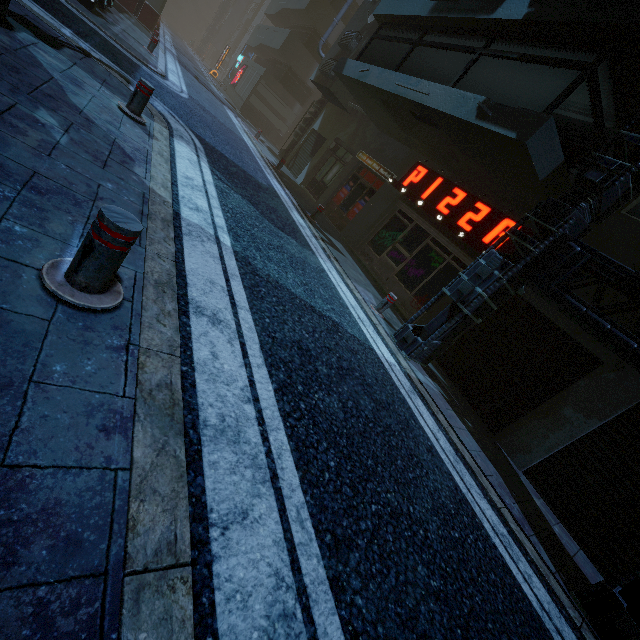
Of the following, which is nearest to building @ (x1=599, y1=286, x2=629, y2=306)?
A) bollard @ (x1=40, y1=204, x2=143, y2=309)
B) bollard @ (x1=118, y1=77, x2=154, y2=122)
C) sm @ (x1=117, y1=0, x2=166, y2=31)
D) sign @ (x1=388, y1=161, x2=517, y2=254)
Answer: sign @ (x1=388, y1=161, x2=517, y2=254)

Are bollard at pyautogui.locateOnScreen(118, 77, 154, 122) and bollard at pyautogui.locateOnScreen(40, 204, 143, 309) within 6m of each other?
yes

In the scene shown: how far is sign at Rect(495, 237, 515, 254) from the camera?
7.7m

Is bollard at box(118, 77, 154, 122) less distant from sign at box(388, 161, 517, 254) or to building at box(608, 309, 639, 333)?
building at box(608, 309, 639, 333)

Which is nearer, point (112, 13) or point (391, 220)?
point (391, 220)

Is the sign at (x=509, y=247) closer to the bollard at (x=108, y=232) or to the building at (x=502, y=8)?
the building at (x=502, y=8)

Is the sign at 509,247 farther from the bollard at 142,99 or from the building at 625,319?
the bollard at 142,99

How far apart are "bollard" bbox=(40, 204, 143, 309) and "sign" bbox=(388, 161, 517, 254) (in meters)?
7.61
